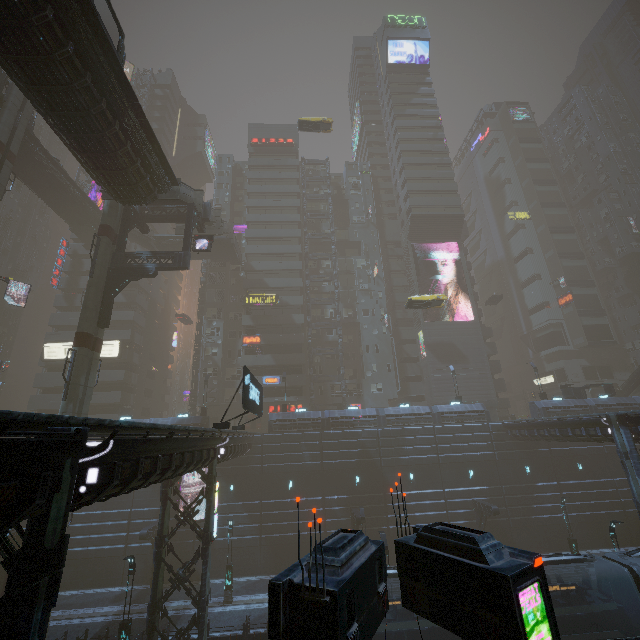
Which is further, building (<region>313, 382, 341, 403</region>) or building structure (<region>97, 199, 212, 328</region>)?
building (<region>313, 382, 341, 403</region>)

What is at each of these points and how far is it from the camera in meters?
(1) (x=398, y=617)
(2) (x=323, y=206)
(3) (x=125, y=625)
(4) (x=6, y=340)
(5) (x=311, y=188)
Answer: (1) train, 15.4 m
(2) building, 58.3 m
(3) street light, 17.4 m
(4) building, 57.2 m
(5) building, 59.3 m

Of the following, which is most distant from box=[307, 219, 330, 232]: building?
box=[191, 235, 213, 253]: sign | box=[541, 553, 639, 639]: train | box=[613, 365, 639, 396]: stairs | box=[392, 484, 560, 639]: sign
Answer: box=[191, 235, 213, 253]: sign

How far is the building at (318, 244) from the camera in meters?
55.5

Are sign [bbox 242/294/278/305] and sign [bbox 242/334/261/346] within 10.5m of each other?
yes

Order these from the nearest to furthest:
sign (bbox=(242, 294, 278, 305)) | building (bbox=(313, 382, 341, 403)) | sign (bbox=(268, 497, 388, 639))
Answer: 1. sign (bbox=(268, 497, 388, 639))
2. building (bbox=(313, 382, 341, 403))
3. sign (bbox=(242, 294, 278, 305))

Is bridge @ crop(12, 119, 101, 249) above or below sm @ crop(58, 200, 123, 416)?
above

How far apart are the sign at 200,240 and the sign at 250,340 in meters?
20.2
